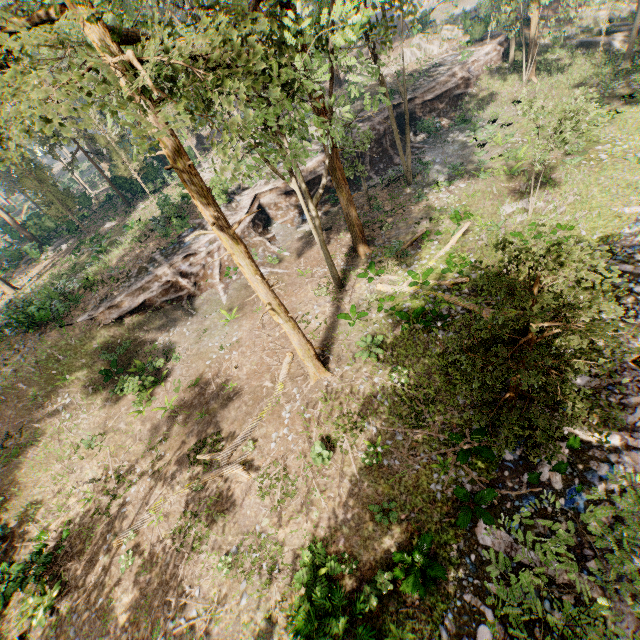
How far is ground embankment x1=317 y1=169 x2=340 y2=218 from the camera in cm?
2723

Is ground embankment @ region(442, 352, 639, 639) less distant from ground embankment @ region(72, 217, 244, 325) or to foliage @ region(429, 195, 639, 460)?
foliage @ region(429, 195, 639, 460)

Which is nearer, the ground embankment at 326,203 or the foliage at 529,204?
the foliage at 529,204

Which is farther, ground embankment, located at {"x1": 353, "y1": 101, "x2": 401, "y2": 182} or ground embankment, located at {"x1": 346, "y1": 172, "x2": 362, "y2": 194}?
ground embankment, located at {"x1": 353, "y1": 101, "x2": 401, "y2": 182}

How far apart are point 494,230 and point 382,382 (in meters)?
11.17

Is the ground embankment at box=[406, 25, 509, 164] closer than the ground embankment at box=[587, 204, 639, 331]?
No

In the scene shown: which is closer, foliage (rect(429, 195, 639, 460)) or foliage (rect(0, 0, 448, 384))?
foliage (rect(0, 0, 448, 384))
